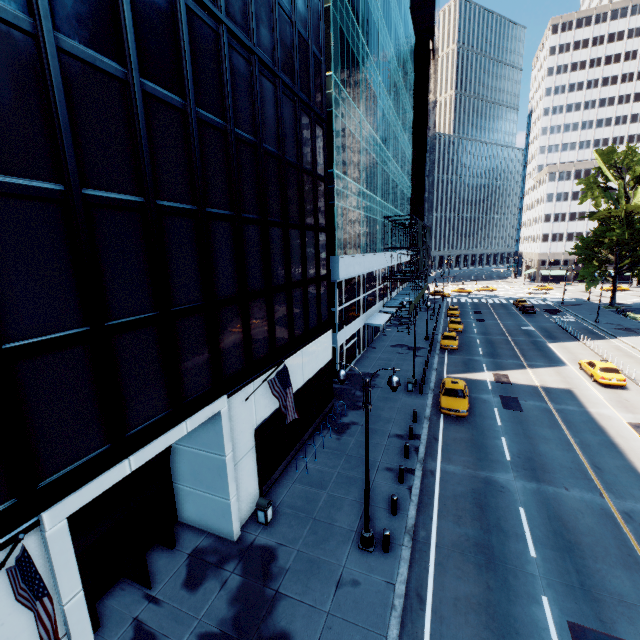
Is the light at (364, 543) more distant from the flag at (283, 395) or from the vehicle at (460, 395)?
the vehicle at (460, 395)

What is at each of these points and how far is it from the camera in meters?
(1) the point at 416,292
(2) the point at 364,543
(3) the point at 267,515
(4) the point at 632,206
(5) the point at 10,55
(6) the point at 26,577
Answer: (1) scaffolding, 50.8 m
(2) light, 12.5 m
(3) garbage can, 13.6 m
(4) tree, 44.2 m
(5) building, 6.1 m
(6) flag, 5.1 m

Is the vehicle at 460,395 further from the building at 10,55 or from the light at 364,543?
the light at 364,543

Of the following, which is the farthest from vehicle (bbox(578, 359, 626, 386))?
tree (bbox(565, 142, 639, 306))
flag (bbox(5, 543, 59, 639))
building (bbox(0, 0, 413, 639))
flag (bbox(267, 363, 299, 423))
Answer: flag (bbox(5, 543, 59, 639))

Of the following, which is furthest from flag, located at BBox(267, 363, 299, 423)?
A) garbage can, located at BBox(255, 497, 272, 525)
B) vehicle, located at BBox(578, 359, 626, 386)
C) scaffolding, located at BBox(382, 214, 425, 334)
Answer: scaffolding, located at BBox(382, 214, 425, 334)

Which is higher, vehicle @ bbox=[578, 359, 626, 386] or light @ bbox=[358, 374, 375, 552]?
vehicle @ bbox=[578, 359, 626, 386]

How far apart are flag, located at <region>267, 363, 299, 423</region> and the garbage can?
3.82m

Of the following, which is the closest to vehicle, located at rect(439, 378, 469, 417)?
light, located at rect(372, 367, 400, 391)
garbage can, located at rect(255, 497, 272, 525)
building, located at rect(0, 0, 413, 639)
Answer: building, located at rect(0, 0, 413, 639)
